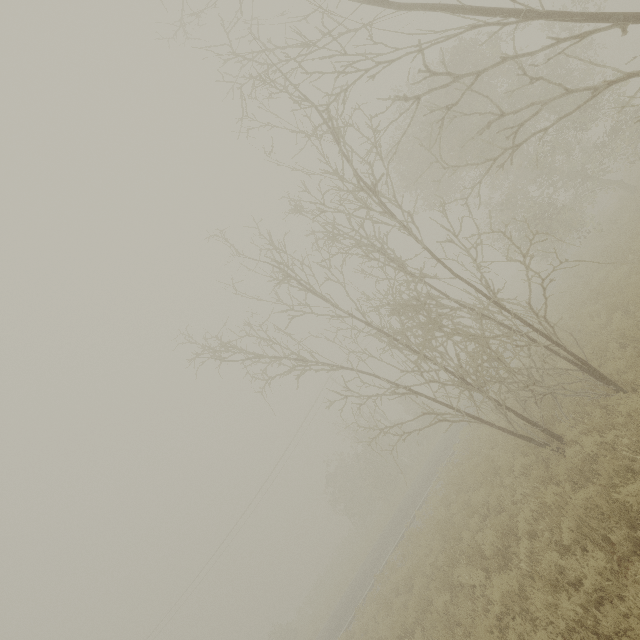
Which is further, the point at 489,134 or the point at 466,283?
the point at 466,283
